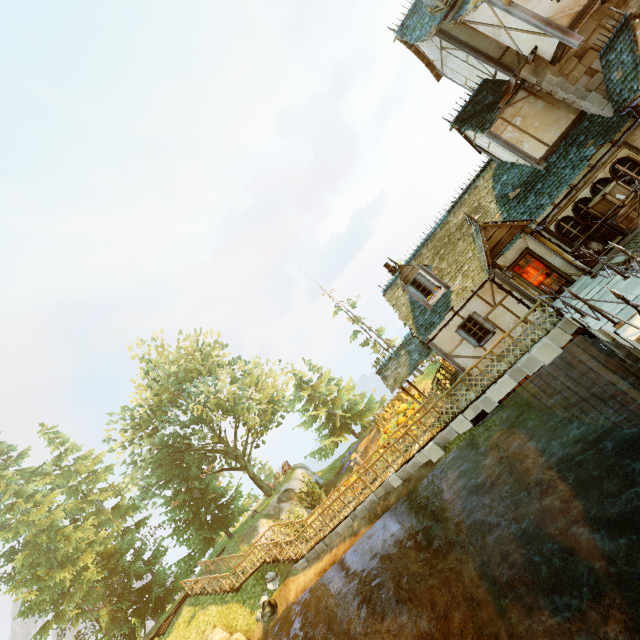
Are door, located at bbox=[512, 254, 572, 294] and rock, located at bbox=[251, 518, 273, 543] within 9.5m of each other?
no

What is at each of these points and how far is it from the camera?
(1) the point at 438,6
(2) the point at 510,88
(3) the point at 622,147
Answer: (1) chimney, 14.1 meters
(2) wooden platform, 13.0 meters
(3) building, 11.6 meters

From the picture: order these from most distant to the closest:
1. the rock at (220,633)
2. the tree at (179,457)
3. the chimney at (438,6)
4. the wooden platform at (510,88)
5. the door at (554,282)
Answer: the tree at (179,457)
the rock at (220,633)
the chimney at (438,6)
the door at (554,282)
the wooden platform at (510,88)

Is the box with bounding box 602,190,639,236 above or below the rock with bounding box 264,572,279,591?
above

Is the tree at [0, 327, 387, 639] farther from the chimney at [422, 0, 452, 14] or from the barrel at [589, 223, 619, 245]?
the chimney at [422, 0, 452, 14]

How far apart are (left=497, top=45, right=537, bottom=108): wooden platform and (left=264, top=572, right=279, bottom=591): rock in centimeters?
2578cm

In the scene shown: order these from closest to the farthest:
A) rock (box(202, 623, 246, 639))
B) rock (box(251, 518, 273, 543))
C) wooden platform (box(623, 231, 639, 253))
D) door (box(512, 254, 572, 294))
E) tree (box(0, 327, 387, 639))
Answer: wooden platform (box(623, 231, 639, 253)), door (box(512, 254, 572, 294)), rock (box(202, 623, 246, 639)), tree (box(0, 327, 387, 639)), rock (box(251, 518, 273, 543))

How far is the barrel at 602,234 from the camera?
11.5 meters
